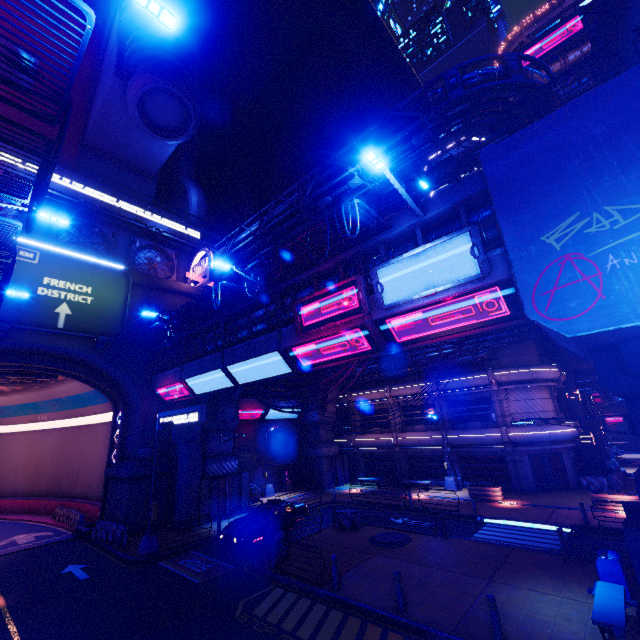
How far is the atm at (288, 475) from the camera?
31.33m

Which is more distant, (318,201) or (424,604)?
(318,201)

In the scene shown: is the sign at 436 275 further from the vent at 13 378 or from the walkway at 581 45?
the walkway at 581 45

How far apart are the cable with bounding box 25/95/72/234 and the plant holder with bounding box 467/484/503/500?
27.9 meters

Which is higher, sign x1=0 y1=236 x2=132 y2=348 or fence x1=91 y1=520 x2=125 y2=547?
sign x1=0 y1=236 x2=132 y2=348

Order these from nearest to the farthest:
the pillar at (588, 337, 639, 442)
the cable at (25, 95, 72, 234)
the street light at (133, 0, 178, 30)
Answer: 1. the street light at (133, 0, 178, 30)
2. the cable at (25, 95, 72, 234)
3. the pillar at (588, 337, 639, 442)

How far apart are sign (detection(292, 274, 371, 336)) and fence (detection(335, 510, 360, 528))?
12.1m

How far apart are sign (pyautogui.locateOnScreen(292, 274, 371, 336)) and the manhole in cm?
1110
